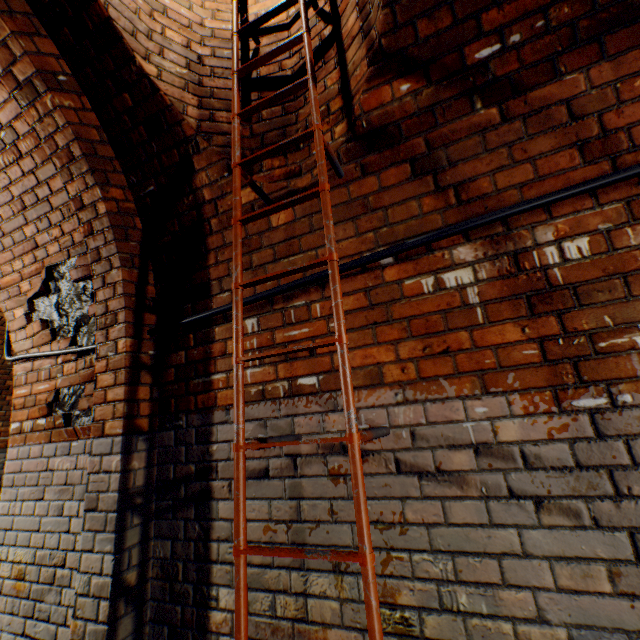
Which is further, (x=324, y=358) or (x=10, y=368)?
(x=10, y=368)

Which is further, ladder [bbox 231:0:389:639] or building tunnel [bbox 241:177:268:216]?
building tunnel [bbox 241:177:268:216]

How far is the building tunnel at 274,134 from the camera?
1.8m

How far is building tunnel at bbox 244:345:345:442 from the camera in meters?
1.5 m

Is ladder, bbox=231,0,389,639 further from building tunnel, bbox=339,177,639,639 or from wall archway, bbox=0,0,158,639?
wall archway, bbox=0,0,158,639

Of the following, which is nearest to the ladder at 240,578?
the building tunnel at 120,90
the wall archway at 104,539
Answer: the building tunnel at 120,90

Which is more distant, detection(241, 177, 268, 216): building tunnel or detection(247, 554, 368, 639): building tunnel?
detection(241, 177, 268, 216): building tunnel

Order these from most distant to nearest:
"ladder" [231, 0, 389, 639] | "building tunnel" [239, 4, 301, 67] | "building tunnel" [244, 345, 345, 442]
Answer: "building tunnel" [239, 4, 301, 67] → "building tunnel" [244, 345, 345, 442] → "ladder" [231, 0, 389, 639]
